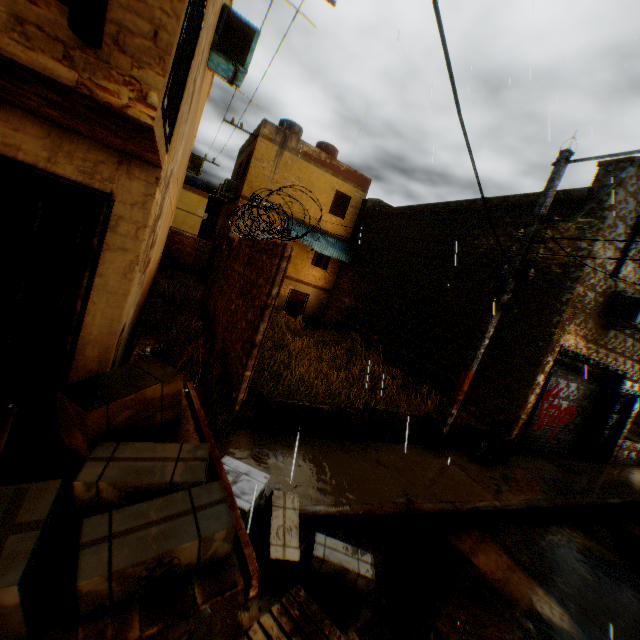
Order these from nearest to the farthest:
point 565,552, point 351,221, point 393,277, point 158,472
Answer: point 158,472
point 565,552
point 393,277
point 351,221

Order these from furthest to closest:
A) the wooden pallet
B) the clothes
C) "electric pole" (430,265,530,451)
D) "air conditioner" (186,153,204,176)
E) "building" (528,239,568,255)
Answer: "air conditioner" (186,153,204,176) < "building" (528,239,568,255) < "electric pole" (430,265,530,451) < the wooden pallet < the clothes

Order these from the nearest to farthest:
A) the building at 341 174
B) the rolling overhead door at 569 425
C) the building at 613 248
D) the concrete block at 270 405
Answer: the concrete block at 270 405
the building at 613 248
the rolling overhead door at 569 425
the building at 341 174

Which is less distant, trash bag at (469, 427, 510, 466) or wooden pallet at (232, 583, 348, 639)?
wooden pallet at (232, 583, 348, 639)

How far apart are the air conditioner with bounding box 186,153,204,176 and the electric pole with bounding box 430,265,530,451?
16.12m

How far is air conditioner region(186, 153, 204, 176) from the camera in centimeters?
1712cm

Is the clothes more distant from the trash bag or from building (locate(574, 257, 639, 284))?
the trash bag

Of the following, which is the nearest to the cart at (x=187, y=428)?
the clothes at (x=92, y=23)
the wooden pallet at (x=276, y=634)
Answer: the wooden pallet at (x=276, y=634)
